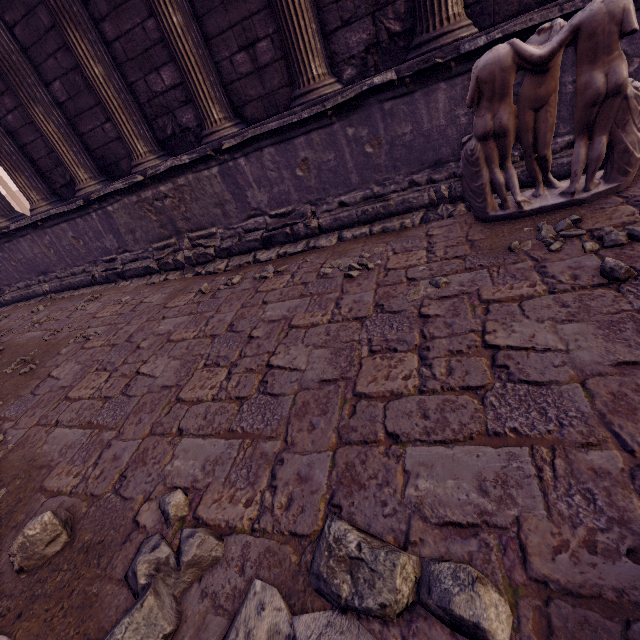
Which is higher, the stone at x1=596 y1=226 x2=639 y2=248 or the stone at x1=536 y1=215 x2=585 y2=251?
the stone at x1=596 y1=226 x2=639 y2=248

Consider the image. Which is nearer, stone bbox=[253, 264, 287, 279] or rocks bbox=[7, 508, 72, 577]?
rocks bbox=[7, 508, 72, 577]

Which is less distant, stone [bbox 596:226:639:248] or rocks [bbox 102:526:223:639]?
rocks [bbox 102:526:223:639]

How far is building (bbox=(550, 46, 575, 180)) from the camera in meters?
3.0

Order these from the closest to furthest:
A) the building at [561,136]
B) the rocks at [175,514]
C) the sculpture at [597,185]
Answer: the rocks at [175,514] → the sculpture at [597,185] → the building at [561,136]

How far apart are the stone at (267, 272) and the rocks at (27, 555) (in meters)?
2.77

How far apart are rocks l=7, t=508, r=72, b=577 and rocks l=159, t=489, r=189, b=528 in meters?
0.6

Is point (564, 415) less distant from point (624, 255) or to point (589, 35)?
point (624, 255)
